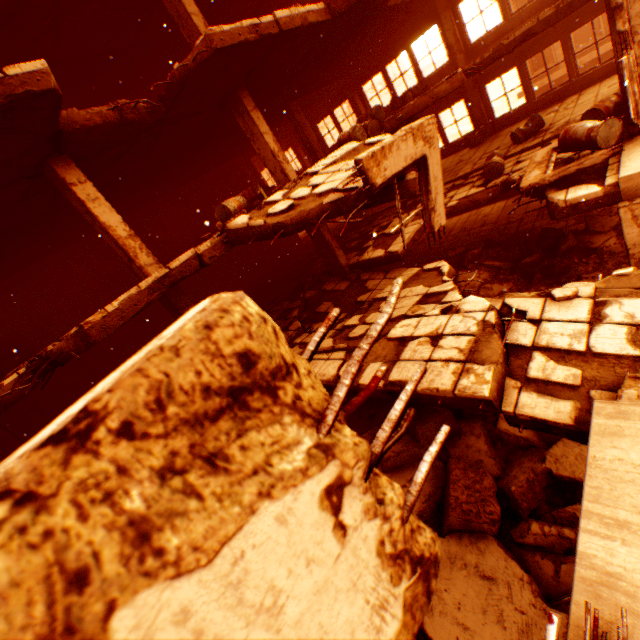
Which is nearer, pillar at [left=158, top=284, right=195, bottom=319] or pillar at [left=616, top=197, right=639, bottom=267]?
pillar at [left=616, top=197, right=639, bottom=267]

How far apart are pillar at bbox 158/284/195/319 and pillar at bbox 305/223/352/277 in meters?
4.6 m

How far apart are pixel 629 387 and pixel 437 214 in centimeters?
352cm

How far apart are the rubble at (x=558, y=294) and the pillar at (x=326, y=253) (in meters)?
6.52

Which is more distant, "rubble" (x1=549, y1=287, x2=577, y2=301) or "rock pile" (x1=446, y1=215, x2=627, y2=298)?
"rock pile" (x1=446, y1=215, x2=627, y2=298)

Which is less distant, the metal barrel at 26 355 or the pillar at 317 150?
the metal barrel at 26 355

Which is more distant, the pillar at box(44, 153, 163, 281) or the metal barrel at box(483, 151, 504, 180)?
the metal barrel at box(483, 151, 504, 180)

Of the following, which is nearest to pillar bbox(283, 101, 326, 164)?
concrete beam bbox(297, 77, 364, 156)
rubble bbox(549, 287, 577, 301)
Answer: concrete beam bbox(297, 77, 364, 156)
